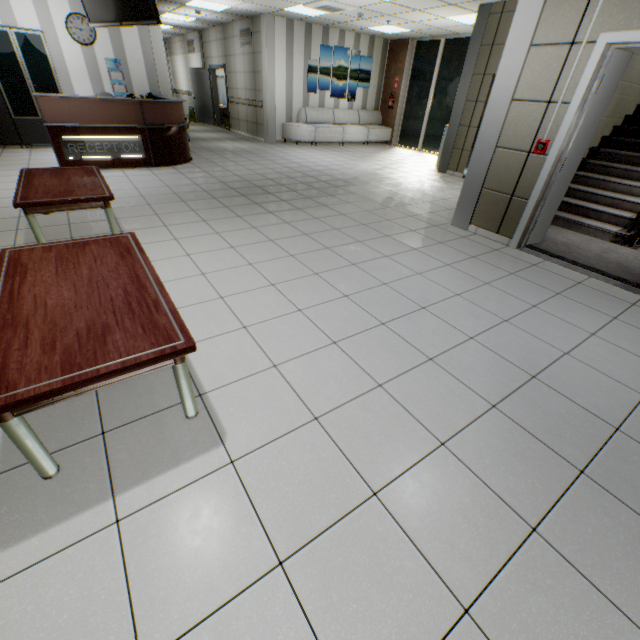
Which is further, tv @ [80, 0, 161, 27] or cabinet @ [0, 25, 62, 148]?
cabinet @ [0, 25, 62, 148]

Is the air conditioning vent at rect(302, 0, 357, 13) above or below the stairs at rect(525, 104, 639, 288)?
above

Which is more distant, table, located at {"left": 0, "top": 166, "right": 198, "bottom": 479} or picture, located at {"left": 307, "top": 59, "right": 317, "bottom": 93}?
picture, located at {"left": 307, "top": 59, "right": 317, "bottom": 93}

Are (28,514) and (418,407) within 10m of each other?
yes

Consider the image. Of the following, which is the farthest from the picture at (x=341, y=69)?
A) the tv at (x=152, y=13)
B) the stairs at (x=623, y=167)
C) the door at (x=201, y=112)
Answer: the stairs at (x=623, y=167)

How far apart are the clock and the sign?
3.6 meters

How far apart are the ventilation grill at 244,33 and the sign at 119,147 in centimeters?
663cm

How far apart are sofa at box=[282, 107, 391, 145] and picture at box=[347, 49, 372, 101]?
0.27m
